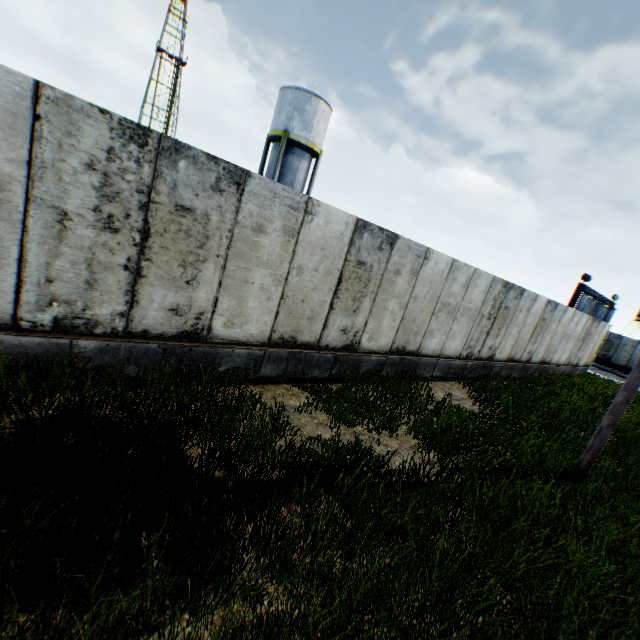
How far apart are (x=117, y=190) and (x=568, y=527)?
7.9 meters

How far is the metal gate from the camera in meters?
24.9

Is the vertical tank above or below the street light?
above

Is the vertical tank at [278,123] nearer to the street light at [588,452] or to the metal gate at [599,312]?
the street light at [588,452]

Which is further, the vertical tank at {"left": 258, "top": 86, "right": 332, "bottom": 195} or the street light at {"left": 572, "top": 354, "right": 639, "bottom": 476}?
the vertical tank at {"left": 258, "top": 86, "right": 332, "bottom": 195}

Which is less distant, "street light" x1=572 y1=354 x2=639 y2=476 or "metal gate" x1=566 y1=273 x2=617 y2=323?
"street light" x1=572 y1=354 x2=639 y2=476

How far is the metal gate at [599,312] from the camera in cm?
2491

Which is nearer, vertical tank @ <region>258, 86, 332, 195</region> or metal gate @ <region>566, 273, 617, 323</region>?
vertical tank @ <region>258, 86, 332, 195</region>
